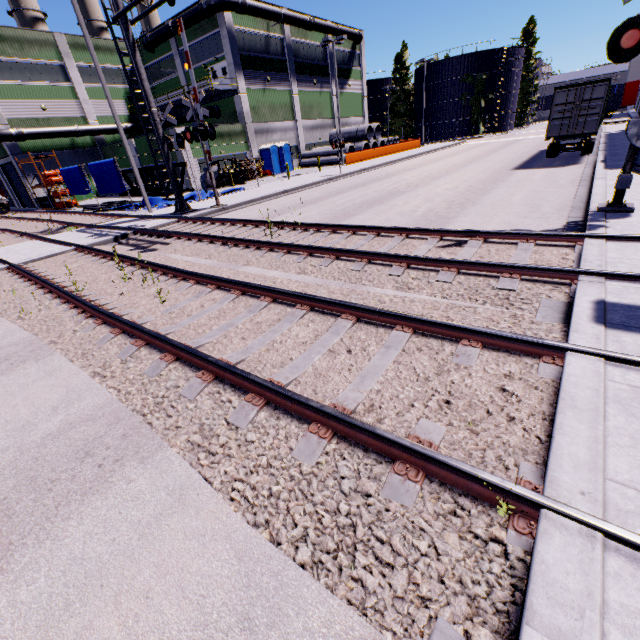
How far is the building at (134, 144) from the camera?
31.0m

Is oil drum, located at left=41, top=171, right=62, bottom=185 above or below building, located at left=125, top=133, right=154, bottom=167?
below

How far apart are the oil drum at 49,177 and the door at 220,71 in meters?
16.6

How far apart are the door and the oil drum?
16.6 meters

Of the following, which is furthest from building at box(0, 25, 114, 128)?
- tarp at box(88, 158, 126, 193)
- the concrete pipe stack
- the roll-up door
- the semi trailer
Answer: the semi trailer

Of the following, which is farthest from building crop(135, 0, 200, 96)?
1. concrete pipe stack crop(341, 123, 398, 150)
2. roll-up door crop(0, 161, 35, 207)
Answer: concrete pipe stack crop(341, 123, 398, 150)

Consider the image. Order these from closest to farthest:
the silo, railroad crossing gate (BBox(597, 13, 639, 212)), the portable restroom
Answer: railroad crossing gate (BBox(597, 13, 639, 212)) → the portable restroom → the silo

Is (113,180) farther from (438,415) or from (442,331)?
(438,415)
